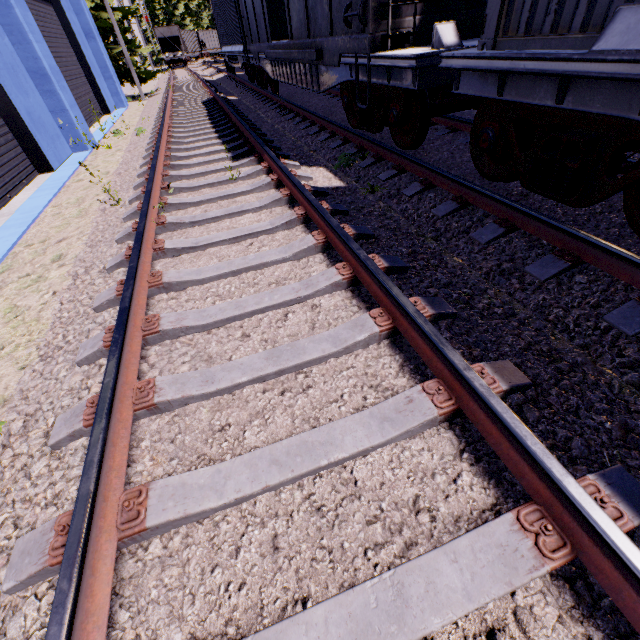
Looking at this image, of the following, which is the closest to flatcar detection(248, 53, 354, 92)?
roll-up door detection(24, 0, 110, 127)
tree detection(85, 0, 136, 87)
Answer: roll-up door detection(24, 0, 110, 127)

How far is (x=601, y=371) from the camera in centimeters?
223cm

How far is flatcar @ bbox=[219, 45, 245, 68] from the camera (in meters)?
15.36

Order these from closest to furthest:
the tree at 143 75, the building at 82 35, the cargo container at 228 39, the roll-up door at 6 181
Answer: the roll-up door at 6 181 < the building at 82 35 < the cargo container at 228 39 < the tree at 143 75

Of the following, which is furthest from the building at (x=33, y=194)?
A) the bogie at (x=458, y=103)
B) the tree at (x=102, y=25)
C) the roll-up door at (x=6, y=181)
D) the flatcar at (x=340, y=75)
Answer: the bogie at (x=458, y=103)

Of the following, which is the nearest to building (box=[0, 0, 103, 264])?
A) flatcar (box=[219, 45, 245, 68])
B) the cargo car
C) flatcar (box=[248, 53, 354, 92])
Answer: the cargo car

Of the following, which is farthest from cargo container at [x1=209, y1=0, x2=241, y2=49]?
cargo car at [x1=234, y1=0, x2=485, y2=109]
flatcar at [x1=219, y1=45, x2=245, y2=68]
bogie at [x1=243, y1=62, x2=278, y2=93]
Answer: bogie at [x1=243, y1=62, x2=278, y2=93]

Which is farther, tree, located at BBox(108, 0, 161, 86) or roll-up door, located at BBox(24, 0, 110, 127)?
tree, located at BBox(108, 0, 161, 86)
